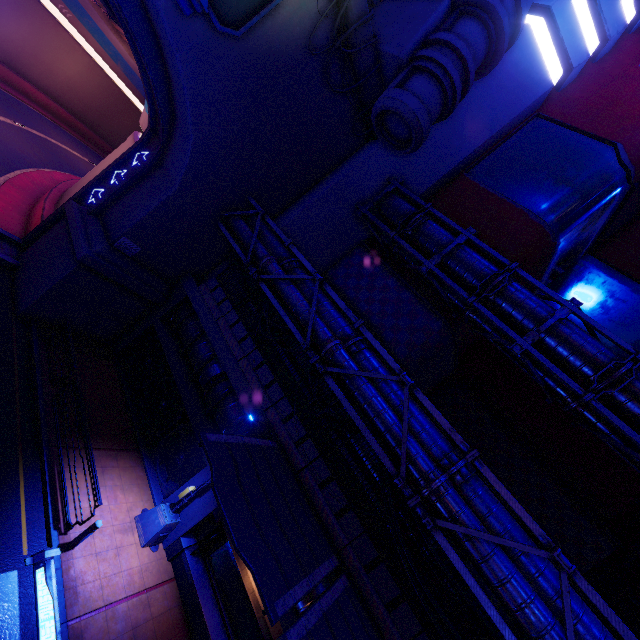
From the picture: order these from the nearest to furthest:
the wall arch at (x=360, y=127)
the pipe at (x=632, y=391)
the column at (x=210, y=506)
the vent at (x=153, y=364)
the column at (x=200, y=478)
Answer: the pipe at (x=632, y=391) → the column at (x=210, y=506) → the column at (x=200, y=478) → the vent at (x=153, y=364) → the wall arch at (x=360, y=127)

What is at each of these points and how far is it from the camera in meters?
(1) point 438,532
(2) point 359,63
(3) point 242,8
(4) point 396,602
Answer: (1) pipe, 8.0 m
(2) wall arch, 13.9 m
(3) sign, 10.3 m
(4) fence, 8.8 m

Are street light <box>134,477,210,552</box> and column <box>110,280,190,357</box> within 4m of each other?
no

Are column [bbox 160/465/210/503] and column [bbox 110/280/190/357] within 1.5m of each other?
no

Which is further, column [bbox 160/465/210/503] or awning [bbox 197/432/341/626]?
column [bbox 160/465/210/503]

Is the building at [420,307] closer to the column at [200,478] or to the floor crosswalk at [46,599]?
the column at [200,478]

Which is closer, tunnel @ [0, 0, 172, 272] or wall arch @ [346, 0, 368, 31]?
wall arch @ [346, 0, 368, 31]

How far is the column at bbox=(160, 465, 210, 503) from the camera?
12.0 meters
